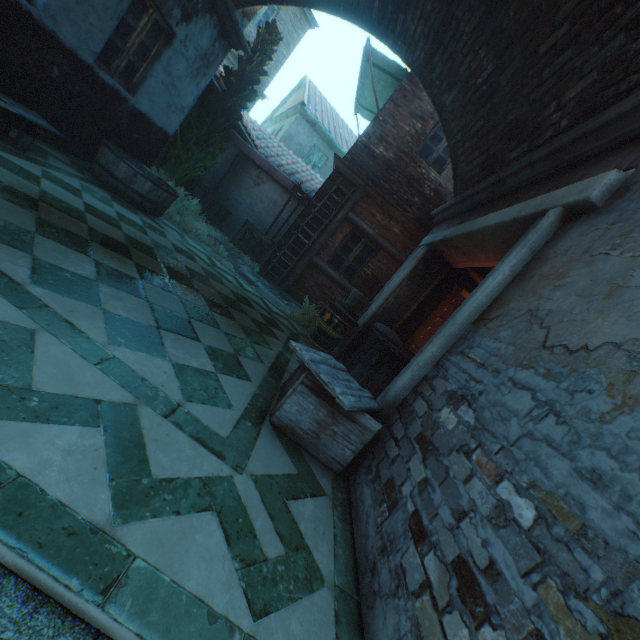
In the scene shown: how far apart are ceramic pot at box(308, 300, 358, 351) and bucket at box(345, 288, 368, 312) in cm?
32

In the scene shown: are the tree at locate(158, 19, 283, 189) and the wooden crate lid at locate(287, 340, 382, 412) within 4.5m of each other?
no

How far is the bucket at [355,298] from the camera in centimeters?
716cm

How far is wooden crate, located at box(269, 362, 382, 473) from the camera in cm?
258

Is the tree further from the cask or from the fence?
the cask

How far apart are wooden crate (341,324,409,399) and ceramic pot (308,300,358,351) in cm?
19

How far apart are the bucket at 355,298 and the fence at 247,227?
3.3m

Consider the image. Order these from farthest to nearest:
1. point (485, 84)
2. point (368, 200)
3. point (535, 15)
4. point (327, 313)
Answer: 1. point (368, 200)
2. point (327, 313)
3. point (485, 84)
4. point (535, 15)
